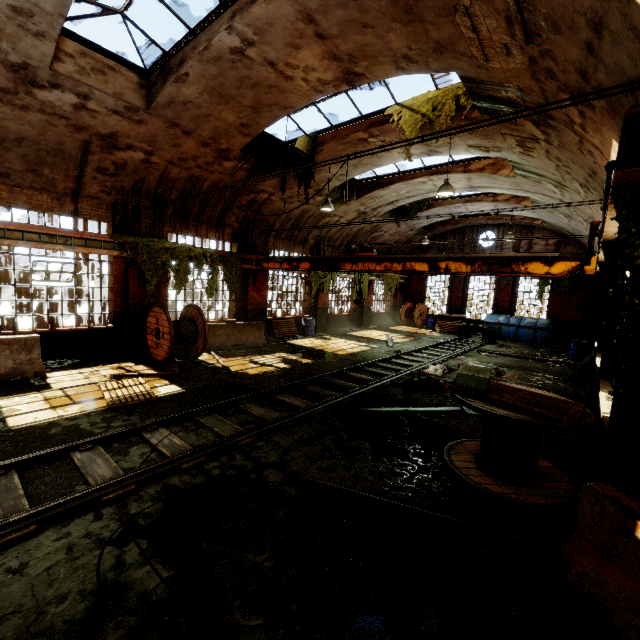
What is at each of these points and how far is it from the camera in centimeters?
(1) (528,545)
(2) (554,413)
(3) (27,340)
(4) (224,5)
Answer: (1) pipe, 360cm
(2) wooden pallet, 419cm
(3) concrete barricade, 823cm
(4) window frame, 621cm

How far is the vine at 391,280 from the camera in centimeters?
2328cm

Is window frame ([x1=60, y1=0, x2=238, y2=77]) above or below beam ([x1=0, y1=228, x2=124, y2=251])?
above

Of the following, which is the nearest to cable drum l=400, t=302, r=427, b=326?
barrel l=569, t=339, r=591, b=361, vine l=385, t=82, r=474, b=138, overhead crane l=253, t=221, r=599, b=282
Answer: barrel l=569, t=339, r=591, b=361

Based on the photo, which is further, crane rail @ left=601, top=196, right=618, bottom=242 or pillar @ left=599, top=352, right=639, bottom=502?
crane rail @ left=601, top=196, right=618, bottom=242

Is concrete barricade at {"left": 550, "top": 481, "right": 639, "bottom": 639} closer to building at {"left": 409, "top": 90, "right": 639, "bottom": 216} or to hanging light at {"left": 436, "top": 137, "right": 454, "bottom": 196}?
building at {"left": 409, "top": 90, "right": 639, "bottom": 216}

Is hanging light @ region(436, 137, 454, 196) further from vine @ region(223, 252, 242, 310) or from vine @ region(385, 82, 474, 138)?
vine @ region(223, 252, 242, 310)

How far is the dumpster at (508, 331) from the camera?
19.0m
